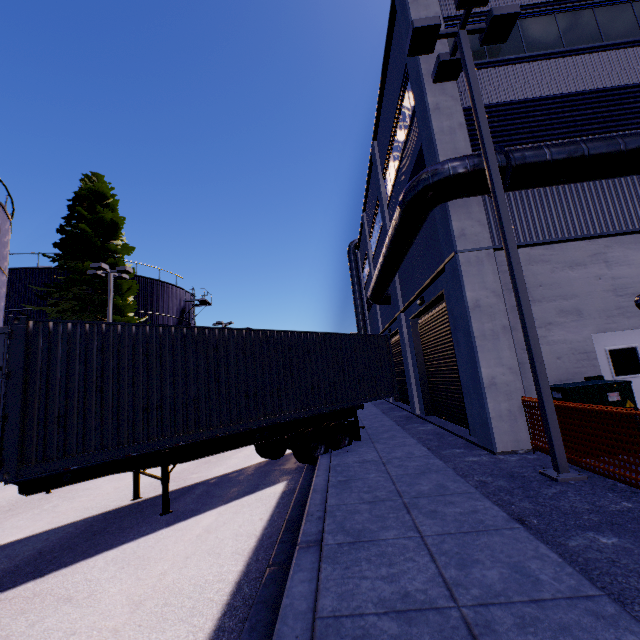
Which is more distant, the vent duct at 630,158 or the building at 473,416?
the building at 473,416

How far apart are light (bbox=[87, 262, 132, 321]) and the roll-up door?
16.7 meters

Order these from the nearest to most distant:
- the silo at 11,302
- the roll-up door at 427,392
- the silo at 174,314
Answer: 1. the roll-up door at 427,392
2. the silo at 11,302
3. the silo at 174,314

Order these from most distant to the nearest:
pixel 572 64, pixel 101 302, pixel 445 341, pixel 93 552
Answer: pixel 101 302
pixel 445 341
pixel 572 64
pixel 93 552

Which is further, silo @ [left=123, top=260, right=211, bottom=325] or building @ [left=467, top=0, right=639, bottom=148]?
silo @ [left=123, top=260, right=211, bottom=325]

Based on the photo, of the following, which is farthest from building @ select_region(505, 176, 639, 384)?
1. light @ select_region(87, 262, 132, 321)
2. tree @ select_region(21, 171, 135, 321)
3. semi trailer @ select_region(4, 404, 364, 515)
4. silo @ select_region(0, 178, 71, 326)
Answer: silo @ select_region(0, 178, 71, 326)

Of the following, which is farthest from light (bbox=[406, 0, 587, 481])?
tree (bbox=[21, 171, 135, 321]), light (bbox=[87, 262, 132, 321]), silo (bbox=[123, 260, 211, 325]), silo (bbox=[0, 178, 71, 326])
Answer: silo (bbox=[123, 260, 211, 325])

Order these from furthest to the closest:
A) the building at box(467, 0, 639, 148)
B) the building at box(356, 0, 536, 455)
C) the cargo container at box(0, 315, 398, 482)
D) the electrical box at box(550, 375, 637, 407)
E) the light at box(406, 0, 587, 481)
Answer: the building at box(467, 0, 639, 148), the building at box(356, 0, 536, 455), the electrical box at box(550, 375, 637, 407), the light at box(406, 0, 587, 481), the cargo container at box(0, 315, 398, 482)
